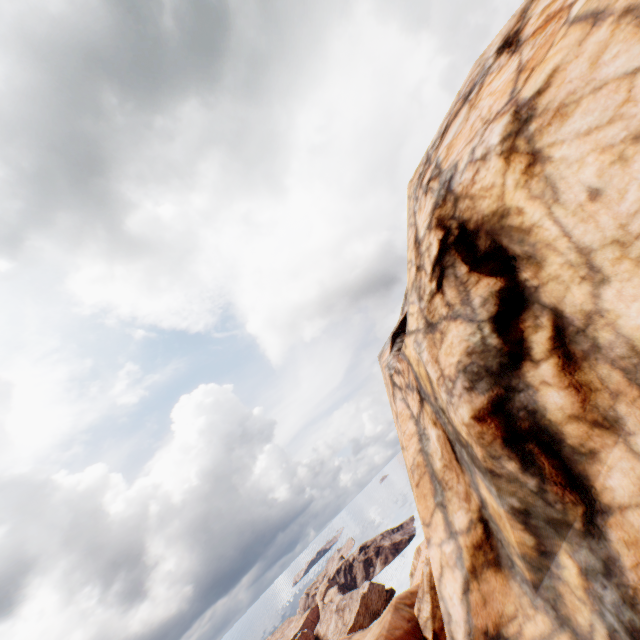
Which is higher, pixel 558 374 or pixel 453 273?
pixel 453 273
